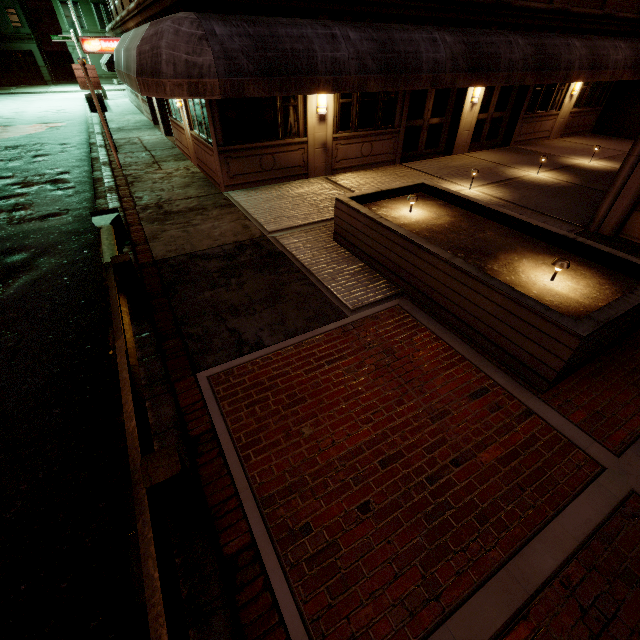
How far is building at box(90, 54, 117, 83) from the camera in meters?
42.8 m

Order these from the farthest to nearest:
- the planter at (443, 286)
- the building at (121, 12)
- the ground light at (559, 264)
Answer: the building at (121, 12) < the ground light at (559, 264) < the planter at (443, 286)

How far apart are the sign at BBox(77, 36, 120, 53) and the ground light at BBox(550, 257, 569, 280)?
21.1m

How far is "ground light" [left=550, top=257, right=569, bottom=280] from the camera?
4.4 meters

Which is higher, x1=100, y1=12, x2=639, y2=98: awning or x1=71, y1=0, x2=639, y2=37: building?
x1=71, y1=0, x2=639, y2=37: building

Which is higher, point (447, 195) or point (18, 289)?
point (447, 195)

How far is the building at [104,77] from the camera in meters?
42.8 m

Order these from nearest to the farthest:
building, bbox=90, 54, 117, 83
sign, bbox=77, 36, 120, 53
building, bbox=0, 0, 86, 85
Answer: sign, bbox=77, 36, 120, 53 < building, bbox=0, 0, 86, 85 < building, bbox=90, 54, 117, 83
